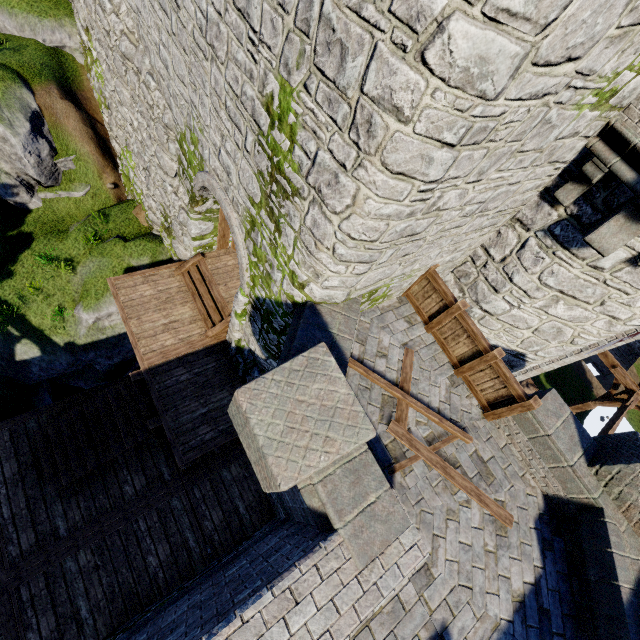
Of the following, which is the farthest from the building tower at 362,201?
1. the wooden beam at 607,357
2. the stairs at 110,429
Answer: the wooden beam at 607,357

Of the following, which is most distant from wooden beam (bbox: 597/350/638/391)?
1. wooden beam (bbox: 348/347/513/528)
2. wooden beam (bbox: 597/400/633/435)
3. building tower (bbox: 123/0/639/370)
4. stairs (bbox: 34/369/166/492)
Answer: stairs (bbox: 34/369/166/492)

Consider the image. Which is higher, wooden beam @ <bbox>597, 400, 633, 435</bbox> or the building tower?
the building tower

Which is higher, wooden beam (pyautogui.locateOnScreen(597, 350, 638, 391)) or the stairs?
wooden beam (pyautogui.locateOnScreen(597, 350, 638, 391))

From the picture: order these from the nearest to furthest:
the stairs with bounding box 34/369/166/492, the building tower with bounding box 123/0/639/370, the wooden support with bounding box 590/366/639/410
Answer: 1. the building tower with bounding box 123/0/639/370
2. the stairs with bounding box 34/369/166/492
3. the wooden support with bounding box 590/366/639/410

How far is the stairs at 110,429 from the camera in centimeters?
861cm

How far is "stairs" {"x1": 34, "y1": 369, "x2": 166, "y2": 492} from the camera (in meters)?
8.61

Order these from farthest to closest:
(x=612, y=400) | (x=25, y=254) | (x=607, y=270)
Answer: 1. (x=612, y=400)
2. (x=25, y=254)
3. (x=607, y=270)
